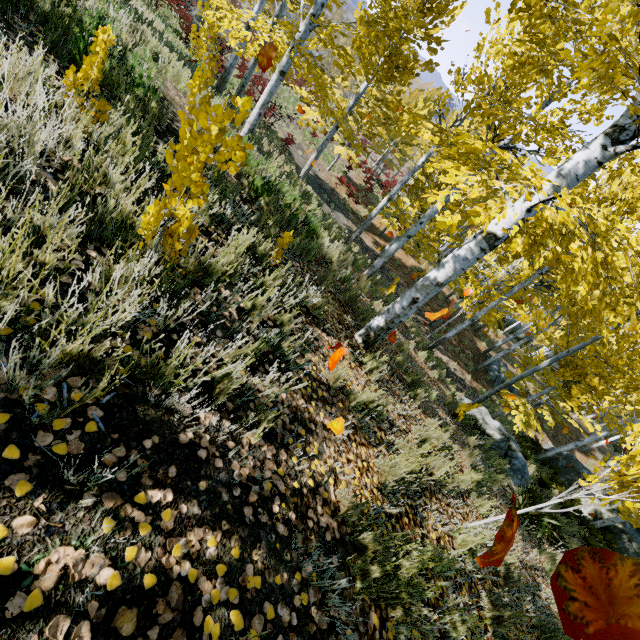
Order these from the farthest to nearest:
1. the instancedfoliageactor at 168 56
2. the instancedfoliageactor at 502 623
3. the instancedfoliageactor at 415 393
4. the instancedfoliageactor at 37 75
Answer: the instancedfoliageactor at 168 56 < the instancedfoliageactor at 415 393 < the instancedfoliageactor at 502 623 < the instancedfoliageactor at 37 75

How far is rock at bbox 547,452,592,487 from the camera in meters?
16.9

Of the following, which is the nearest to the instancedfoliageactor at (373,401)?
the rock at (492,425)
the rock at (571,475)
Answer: the rock at (492,425)

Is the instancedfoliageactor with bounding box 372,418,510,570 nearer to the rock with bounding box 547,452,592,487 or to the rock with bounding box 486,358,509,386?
the rock with bounding box 486,358,509,386

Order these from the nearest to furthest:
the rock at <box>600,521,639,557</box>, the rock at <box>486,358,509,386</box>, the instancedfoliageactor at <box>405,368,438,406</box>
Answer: the instancedfoliageactor at <box>405,368,438,406</box>, the rock at <box>600,521,639,557</box>, the rock at <box>486,358,509,386</box>

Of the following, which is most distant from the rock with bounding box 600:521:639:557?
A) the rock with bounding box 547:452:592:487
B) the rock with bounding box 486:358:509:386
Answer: the rock with bounding box 486:358:509:386

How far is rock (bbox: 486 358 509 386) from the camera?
19.94m

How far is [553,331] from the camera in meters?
41.8 m
